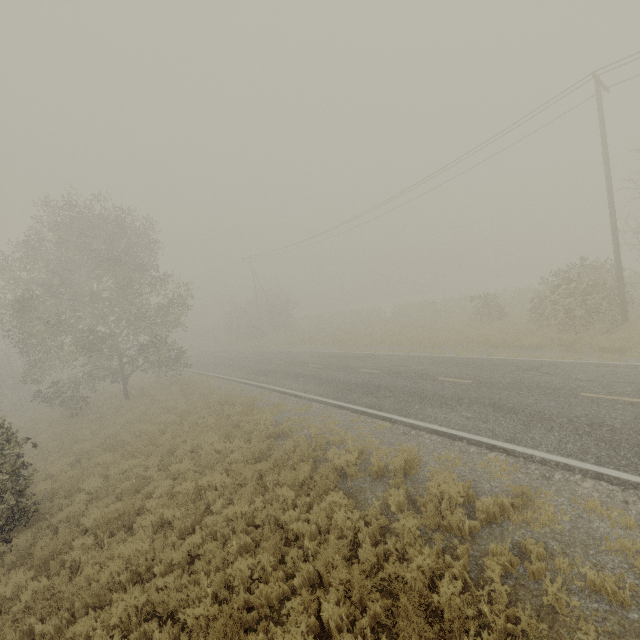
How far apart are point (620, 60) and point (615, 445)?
16.6m

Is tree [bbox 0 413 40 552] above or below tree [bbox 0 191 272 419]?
below

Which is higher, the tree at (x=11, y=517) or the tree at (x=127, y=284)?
the tree at (x=127, y=284)

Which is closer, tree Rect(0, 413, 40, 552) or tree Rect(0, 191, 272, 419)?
tree Rect(0, 413, 40, 552)

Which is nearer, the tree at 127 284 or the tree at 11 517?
the tree at 11 517
